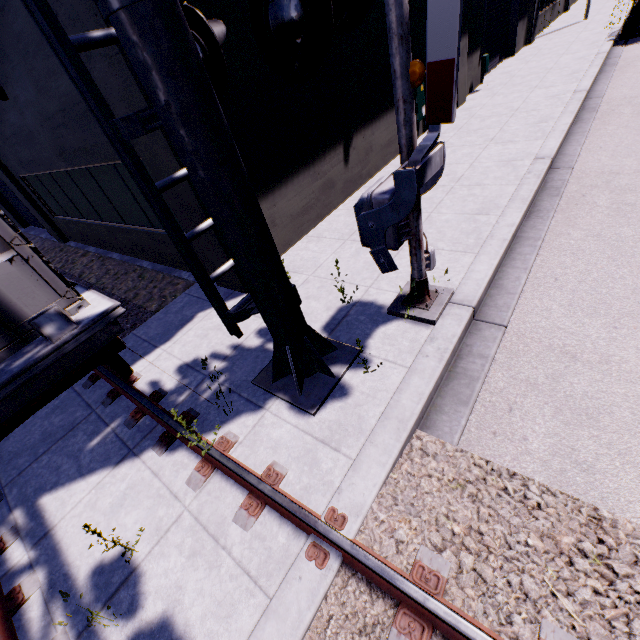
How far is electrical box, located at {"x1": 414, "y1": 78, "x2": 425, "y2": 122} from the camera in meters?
9.2 m

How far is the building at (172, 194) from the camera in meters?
4.8 m

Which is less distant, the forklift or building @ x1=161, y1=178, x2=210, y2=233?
building @ x1=161, y1=178, x2=210, y2=233

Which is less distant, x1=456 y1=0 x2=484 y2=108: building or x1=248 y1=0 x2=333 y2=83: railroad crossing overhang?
x1=248 y1=0 x2=333 y2=83: railroad crossing overhang

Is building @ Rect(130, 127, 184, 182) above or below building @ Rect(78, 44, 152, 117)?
below

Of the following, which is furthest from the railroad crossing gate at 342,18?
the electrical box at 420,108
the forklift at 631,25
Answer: the forklift at 631,25

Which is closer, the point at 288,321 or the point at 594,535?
the point at 594,535

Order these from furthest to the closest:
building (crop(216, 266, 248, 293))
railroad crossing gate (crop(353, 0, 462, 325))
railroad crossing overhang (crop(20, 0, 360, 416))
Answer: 1. building (crop(216, 266, 248, 293))
2. railroad crossing gate (crop(353, 0, 462, 325))
3. railroad crossing overhang (crop(20, 0, 360, 416))
